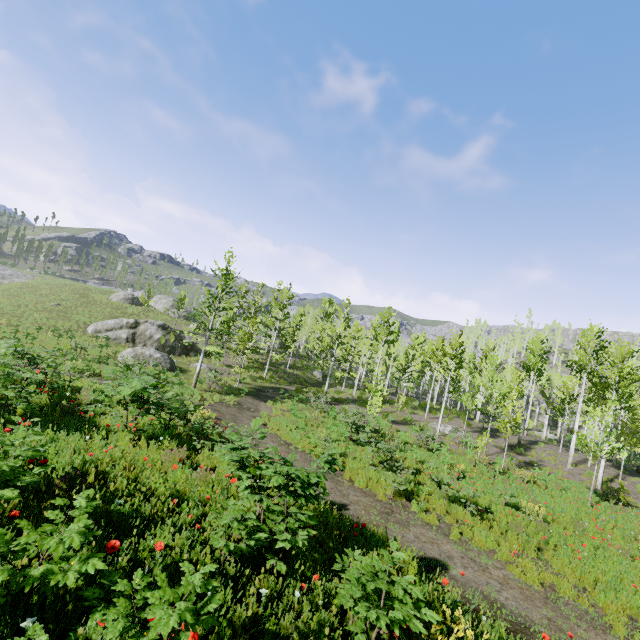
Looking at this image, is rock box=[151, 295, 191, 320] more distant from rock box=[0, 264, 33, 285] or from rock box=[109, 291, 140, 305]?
rock box=[0, 264, 33, 285]

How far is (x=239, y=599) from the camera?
3.99m

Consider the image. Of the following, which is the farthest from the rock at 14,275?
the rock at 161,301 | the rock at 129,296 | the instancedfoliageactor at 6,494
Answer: the rock at 129,296

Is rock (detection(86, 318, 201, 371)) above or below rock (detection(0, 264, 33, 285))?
below

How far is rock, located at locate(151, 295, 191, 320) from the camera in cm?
5038

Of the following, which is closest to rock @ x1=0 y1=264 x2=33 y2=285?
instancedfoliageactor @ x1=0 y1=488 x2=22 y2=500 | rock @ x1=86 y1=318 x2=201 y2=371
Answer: rock @ x1=86 y1=318 x2=201 y2=371

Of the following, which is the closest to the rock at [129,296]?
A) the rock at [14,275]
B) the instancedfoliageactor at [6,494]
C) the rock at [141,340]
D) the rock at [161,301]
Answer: the rock at [161,301]
